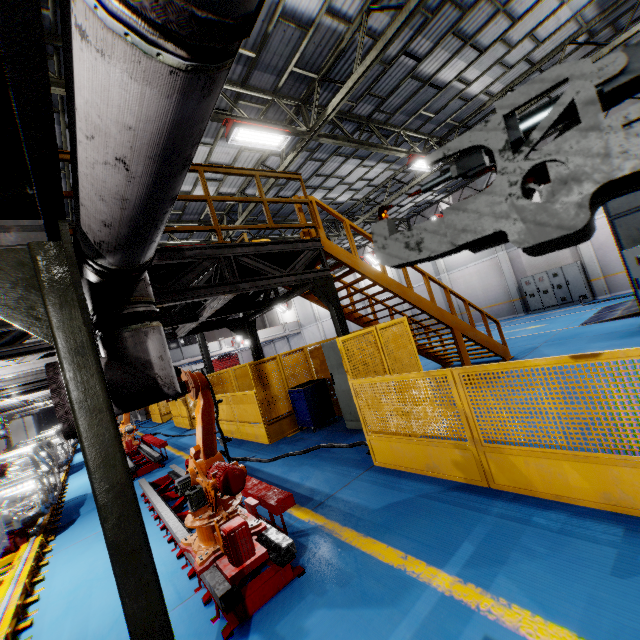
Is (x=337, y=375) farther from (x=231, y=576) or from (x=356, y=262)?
(x=231, y=576)

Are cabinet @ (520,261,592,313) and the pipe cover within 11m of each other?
no

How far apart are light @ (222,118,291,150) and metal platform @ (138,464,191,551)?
7.4 meters

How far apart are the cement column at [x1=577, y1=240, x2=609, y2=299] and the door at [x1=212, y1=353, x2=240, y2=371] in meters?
39.4

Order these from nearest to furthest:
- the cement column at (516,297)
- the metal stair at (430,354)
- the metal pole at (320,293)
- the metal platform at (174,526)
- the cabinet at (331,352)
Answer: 1. the metal platform at (174,526)
2. the metal pole at (320,293)
3. the metal stair at (430,354)
4. the cabinet at (331,352)
5. the cement column at (516,297)

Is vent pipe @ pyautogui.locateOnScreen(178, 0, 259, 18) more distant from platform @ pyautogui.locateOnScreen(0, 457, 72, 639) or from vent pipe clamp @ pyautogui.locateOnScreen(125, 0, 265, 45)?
platform @ pyautogui.locateOnScreen(0, 457, 72, 639)

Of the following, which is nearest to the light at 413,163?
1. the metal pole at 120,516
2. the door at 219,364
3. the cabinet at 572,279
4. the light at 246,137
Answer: the light at 246,137

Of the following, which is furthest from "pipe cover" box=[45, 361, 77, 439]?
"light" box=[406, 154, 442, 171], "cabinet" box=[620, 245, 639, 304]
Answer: "light" box=[406, 154, 442, 171]
